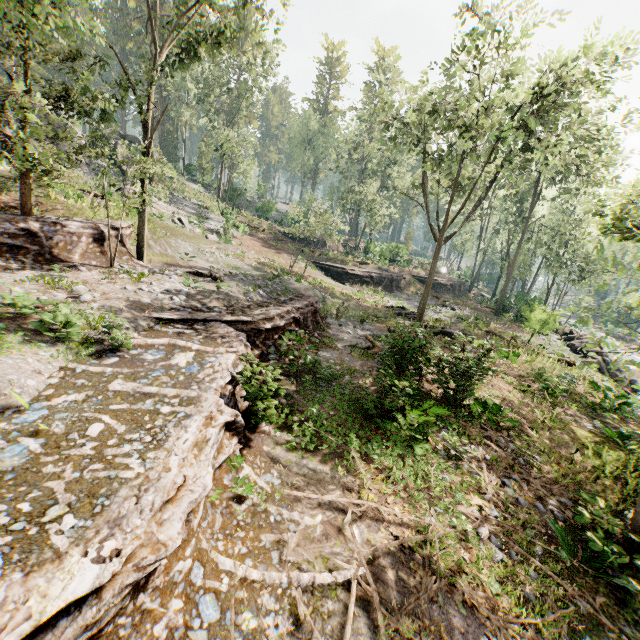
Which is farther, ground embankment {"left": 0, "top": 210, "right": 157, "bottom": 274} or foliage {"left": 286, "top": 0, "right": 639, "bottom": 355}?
foliage {"left": 286, "top": 0, "right": 639, "bottom": 355}

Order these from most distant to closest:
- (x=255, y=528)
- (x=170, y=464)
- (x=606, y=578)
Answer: (x=606, y=578) → (x=255, y=528) → (x=170, y=464)

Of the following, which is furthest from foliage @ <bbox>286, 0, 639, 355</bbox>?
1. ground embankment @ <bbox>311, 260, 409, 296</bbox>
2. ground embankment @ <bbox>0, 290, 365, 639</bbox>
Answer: ground embankment @ <bbox>311, 260, 409, 296</bbox>

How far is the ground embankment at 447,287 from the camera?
41.00m

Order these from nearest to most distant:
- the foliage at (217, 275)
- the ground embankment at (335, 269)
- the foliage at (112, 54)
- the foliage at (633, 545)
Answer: the foliage at (633, 545) < the foliage at (112, 54) < the foliage at (217, 275) < the ground embankment at (335, 269)

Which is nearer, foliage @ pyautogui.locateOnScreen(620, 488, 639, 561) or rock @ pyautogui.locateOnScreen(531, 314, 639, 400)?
foliage @ pyautogui.locateOnScreen(620, 488, 639, 561)

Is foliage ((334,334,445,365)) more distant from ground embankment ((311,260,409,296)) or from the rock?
ground embankment ((311,260,409,296))
